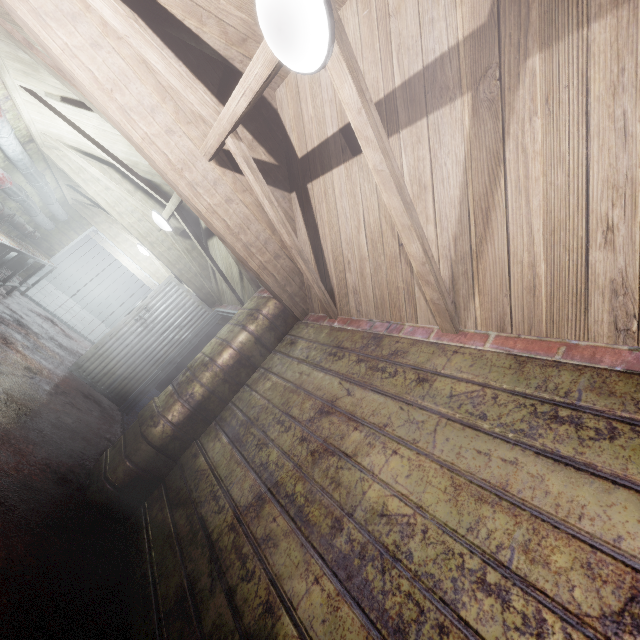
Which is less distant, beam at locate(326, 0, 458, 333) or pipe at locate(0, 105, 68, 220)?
beam at locate(326, 0, 458, 333)

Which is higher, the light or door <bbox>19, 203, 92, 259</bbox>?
the light

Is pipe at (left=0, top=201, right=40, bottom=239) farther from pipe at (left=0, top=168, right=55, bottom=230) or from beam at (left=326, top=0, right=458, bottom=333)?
beam at (left=326, top=0, right=458, bottom=333)

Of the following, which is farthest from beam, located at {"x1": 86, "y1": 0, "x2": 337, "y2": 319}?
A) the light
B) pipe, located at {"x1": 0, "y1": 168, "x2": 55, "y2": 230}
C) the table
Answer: the table

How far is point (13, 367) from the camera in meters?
3.3 m

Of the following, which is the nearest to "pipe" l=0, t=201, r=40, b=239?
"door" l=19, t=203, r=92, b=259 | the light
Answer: "door" l=19, t=203, r=92, b=259

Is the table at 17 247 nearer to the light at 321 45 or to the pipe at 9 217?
the pipe at 9 217

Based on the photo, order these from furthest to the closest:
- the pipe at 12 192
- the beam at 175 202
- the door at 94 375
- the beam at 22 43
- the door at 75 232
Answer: the door at 75 232 < the door at 94 375 < the pipe at 12 192 < the beam at 175 202 < the beam at 22 43
